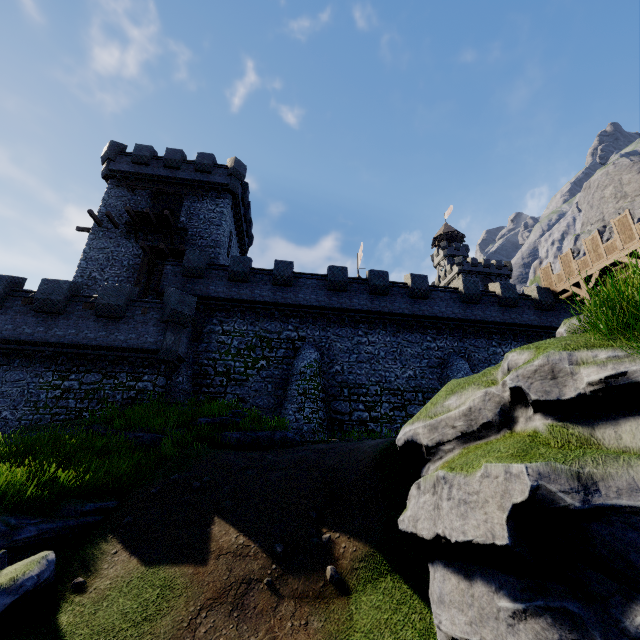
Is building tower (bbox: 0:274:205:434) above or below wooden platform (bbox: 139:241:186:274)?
below

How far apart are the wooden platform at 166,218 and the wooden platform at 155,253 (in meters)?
1.29

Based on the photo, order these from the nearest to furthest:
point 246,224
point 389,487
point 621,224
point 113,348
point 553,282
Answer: point 389,487, point 113,348, point 621,224, point 553,282, point 246,224

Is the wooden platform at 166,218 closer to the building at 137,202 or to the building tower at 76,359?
the building at 137,202

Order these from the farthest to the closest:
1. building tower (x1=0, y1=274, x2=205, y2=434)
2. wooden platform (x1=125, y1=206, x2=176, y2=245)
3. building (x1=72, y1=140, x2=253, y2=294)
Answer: building (x1=72, y1=140, x2=253, y2=294) → wooden platform (x1=125, y1=206, x2=176, y2=245) → building tower (x1=0, y1=274, x2=205, y2=434)

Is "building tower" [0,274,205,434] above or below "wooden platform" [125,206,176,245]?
below

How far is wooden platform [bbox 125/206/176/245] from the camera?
23.16m

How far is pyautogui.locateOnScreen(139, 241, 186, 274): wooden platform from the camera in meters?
22.2 m
